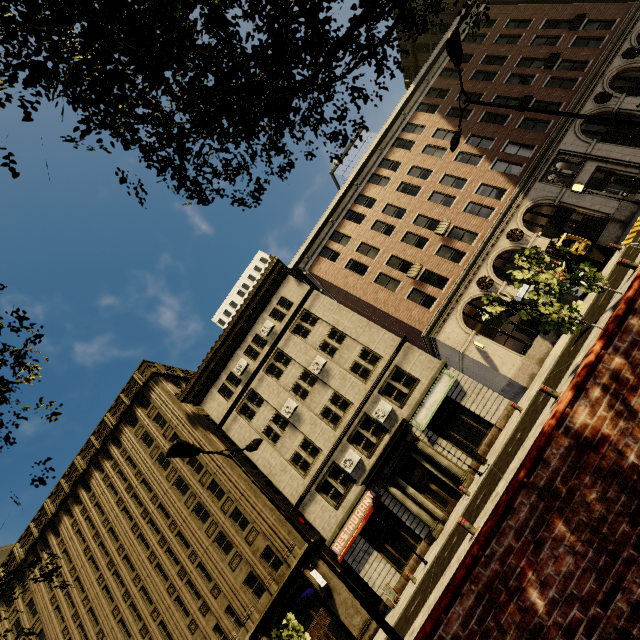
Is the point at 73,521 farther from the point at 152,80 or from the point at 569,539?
the point at 152,80

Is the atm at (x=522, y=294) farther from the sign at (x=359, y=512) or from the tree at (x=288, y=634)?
the sign at (x=359, y=512)

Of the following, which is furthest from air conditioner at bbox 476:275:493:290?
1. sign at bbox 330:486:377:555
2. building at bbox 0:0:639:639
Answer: sign at bbox 330:486:377:555

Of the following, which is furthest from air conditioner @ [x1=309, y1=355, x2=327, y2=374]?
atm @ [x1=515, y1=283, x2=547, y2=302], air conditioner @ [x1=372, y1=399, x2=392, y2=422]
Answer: atm @ [x1=515, y1=283, x2=547, y2=302]

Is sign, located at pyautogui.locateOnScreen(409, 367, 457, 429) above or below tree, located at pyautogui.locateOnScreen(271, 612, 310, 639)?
above

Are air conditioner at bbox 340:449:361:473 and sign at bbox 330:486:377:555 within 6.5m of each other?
yes

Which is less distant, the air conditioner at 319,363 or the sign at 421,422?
the sign at 421,422

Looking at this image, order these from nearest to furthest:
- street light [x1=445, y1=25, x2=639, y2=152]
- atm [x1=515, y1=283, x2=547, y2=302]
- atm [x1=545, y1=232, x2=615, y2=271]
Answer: street light [x1=445, y1=25, x2=639, y2=152] < atm [x1=545, y1=232, x2=615, y2=271] < atm [x1=515, y1=283, x2=547, y2=302]
